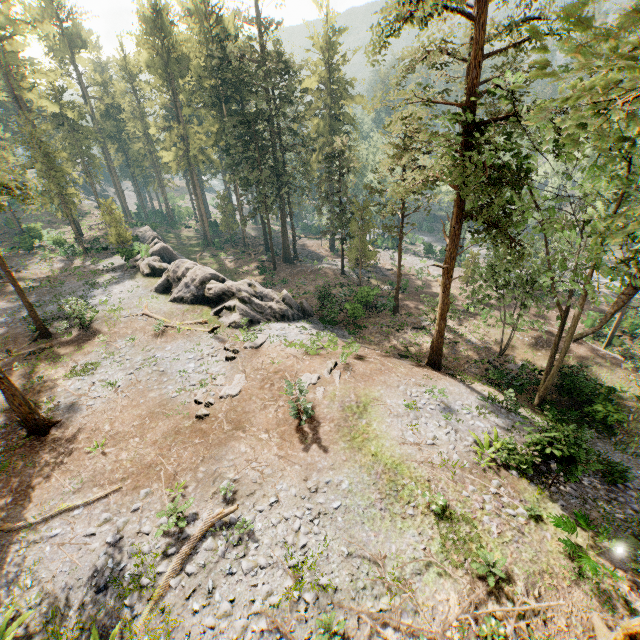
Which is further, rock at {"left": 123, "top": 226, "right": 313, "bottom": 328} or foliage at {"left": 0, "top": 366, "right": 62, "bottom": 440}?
rock at {"left": 123, "top": 226, "right": 313, "bottom": 328}

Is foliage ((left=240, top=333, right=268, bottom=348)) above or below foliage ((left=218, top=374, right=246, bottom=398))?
below

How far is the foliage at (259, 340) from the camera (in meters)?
22.11

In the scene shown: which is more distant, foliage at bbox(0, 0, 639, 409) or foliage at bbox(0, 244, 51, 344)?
foliage at bbox(0, 244, 51, 344)

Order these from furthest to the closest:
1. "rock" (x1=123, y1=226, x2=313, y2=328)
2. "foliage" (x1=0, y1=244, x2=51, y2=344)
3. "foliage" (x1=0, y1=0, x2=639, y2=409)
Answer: "rock" (x1=123, y1=226, x2=313, y2=328) < "foliage" (x1=0, y1=244, x2=51, y2=344) < "foliage" (x1=0, y1=0, x2=639, y2=409)

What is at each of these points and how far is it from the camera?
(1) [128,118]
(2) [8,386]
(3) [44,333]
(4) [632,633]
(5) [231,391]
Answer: (1) foliage, 54.8m
(2) foliage, 14.6m
(3) foliage, 23.7m
(4) foliage, 7.7m
(5) foliage, 18.1m
